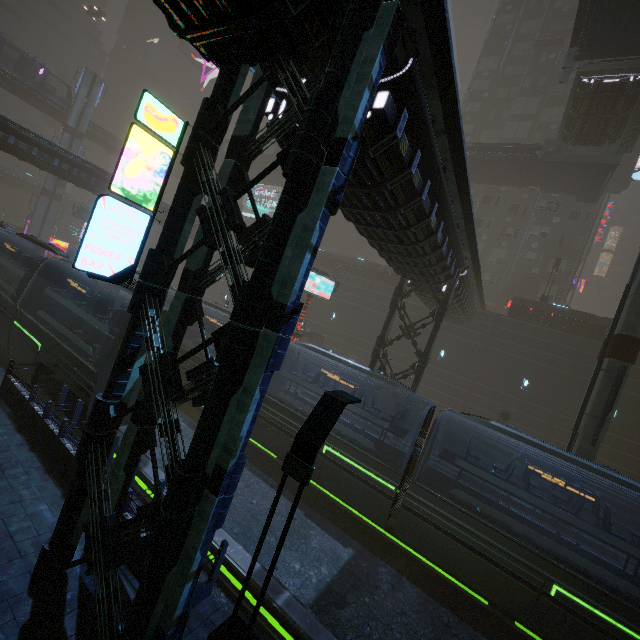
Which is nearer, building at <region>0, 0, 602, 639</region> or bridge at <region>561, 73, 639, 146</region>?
building at <region>0, 0, 602, 639</region>

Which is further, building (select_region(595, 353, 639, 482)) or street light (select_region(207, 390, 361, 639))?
building (select_region(595, 353, 639, 482))

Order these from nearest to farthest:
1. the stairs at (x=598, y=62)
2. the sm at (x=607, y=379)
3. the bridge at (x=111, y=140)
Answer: the sm at (x=607, y=379)
the stairs at (x=598, y=62)
the bridge at (x=111, y=140)

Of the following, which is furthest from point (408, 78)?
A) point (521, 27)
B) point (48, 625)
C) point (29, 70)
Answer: point (29, 70)

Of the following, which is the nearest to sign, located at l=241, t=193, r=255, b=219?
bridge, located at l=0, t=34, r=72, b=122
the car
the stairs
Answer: bridge, located at l=0, t=34, r=72, b=122

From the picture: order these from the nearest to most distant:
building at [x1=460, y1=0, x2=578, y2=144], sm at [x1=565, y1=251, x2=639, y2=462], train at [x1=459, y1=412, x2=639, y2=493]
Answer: train at [x1=459, y1=412, x2=639, y2=493], sm at [x1=565, y1=251, x2=639, y2=462], building at [x1=460, y1=0, x2=578, y2=144]

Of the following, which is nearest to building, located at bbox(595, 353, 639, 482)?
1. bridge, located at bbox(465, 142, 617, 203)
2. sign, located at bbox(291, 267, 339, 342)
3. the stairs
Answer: sign, located at bbox(291, 267, 339, 342)

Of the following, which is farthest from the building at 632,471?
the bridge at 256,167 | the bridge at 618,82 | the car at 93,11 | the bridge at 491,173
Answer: the bridge at 618,82
